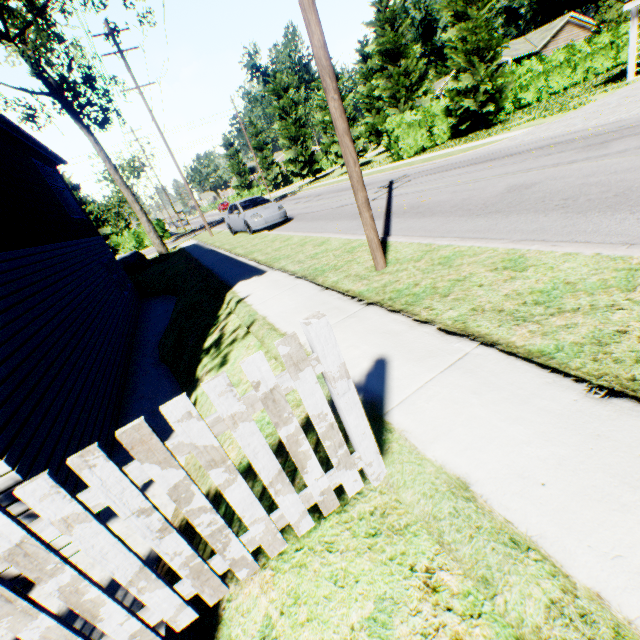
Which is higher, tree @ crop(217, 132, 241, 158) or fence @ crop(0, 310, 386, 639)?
tree @ crop(217, 132, 241, 158)

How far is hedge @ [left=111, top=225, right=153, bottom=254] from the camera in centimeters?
3753cm

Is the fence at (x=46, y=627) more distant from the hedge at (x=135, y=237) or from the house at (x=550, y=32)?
the house at (x=550, y=32)

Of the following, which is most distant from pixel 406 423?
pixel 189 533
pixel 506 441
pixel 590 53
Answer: pixel 590 53

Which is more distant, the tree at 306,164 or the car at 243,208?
the tree at 306,164

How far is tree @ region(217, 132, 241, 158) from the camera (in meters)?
58.51

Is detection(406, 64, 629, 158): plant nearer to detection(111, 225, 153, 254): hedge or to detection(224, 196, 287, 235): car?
detection(224, 196, 287, 235): car

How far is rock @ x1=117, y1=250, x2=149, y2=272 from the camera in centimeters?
2168cm
